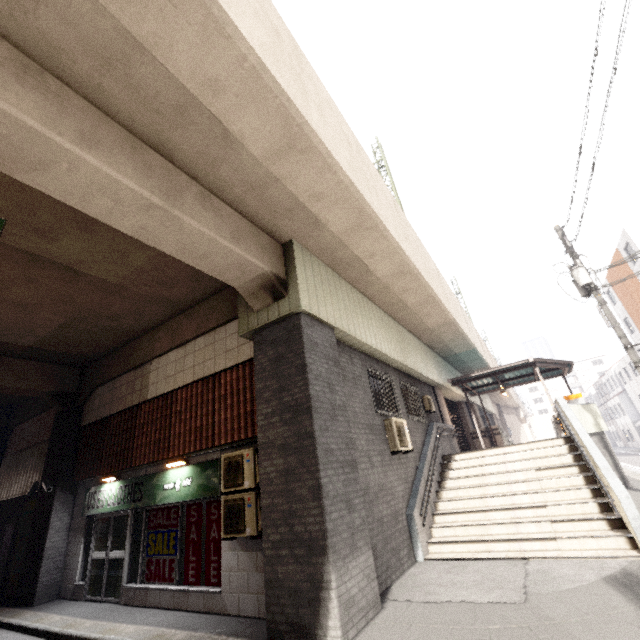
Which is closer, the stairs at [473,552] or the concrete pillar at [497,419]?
the stairs at [473,552]

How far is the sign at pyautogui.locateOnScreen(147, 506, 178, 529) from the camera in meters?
7.8

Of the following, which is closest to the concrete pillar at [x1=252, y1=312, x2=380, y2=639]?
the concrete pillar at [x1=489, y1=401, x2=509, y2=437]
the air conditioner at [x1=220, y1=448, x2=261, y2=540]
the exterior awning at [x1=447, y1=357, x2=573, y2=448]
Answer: the air conditioner at [x1=220, y1=448, x2=261, y2=540]

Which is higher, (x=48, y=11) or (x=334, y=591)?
(x=48, y=11)

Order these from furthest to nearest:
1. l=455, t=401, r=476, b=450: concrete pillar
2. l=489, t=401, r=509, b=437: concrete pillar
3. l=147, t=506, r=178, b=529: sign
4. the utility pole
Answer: l=489, t=401, r=509, b=437: concrete pillar < l=455, t=401, r=476, b=450: concrete pillar < the utility pole < l=147, t=506, r=178, b=529: sign

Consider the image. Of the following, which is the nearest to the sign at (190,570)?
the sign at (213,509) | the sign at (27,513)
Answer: the sign at (213,509)

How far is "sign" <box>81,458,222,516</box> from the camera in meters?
7.3
